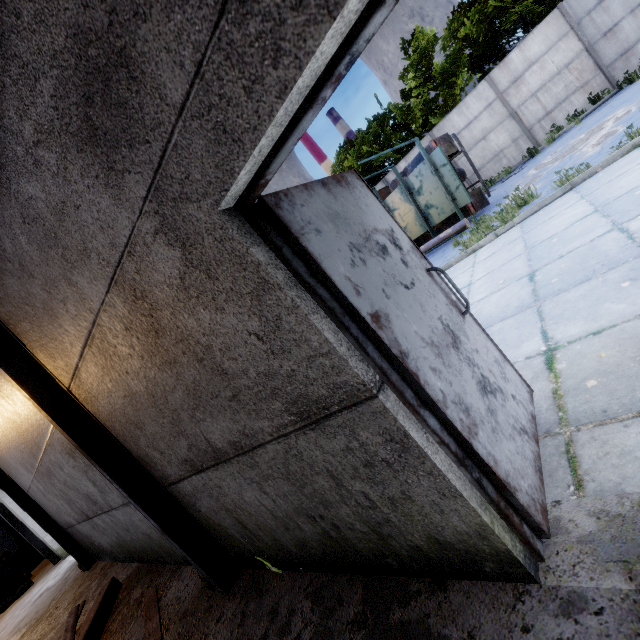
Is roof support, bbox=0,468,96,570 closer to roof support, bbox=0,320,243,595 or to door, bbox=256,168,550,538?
roof support, bbox=0,320,243,595

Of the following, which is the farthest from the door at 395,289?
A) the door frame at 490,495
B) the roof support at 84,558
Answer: the roof support at 84,558

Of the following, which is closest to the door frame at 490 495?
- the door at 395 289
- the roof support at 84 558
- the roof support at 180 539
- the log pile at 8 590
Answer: the door at 395 289

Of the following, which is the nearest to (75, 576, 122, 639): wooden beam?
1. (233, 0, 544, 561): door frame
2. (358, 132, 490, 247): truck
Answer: (233, 0, 544, 561): door frame

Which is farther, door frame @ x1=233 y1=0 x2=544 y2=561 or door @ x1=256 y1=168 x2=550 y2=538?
door @ x1=256 y1=168 x2=550 y2=538

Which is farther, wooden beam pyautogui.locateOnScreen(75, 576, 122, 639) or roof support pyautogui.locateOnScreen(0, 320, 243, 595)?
wooden beam pyautogui.locateOnScreen(75, 576, 122, 639)

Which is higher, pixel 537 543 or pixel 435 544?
pixel 435 544

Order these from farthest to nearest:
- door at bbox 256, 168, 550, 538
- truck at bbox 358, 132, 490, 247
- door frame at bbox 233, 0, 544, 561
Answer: truck at bbox 358, 132, 490, 247
door at bbox 256, 168, 550, 538
door frame at bbox 233, 0, 544, 561
